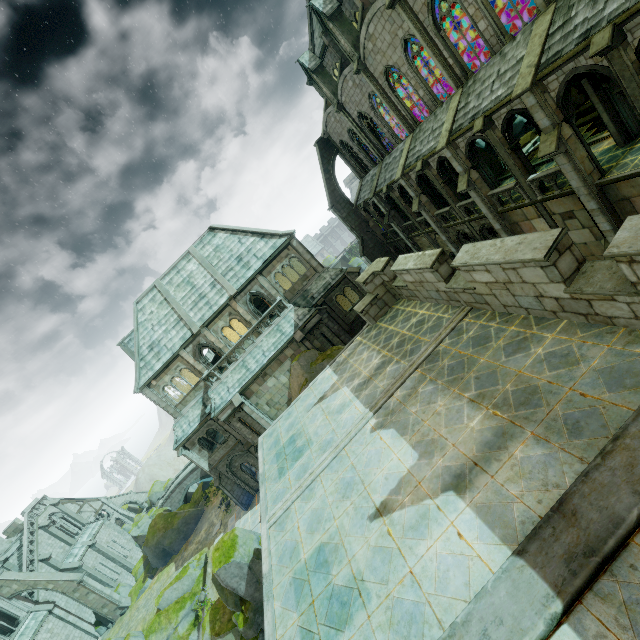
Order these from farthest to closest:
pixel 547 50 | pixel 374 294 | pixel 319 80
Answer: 1. pixel 319 80
2. pixel 374 294
3. pixel 547 50

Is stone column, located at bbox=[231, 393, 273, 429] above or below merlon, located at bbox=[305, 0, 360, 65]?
below

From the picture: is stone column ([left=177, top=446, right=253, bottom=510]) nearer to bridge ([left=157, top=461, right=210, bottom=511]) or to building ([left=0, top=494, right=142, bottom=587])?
building ([left=0, top=494, right=142, bottom=587])

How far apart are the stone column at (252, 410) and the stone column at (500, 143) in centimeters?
2262cm

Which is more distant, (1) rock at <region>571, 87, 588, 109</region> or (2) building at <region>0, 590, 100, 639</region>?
(2) building at <region>0, 590, 100, 639</region>

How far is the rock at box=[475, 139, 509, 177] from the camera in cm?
2553

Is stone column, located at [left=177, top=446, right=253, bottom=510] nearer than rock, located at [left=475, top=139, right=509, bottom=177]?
No

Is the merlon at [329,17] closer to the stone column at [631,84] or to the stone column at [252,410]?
the stone column at [631,84]
